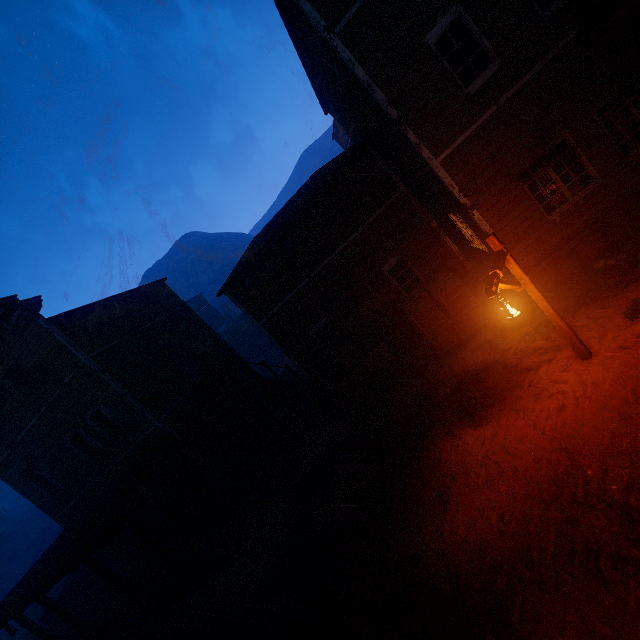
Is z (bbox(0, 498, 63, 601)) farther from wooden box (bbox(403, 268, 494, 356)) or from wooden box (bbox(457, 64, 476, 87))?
wooden box (bbox(457, 64, 476, 87))

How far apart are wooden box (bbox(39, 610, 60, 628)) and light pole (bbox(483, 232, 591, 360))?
25.4 meters

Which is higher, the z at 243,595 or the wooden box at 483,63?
the wooden box at 483,63

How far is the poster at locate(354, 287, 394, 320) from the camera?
12.7 meters

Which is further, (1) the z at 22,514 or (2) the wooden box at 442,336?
(1) the z at 22,514

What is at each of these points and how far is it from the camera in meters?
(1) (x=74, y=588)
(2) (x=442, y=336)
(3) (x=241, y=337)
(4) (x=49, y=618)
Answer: (1) wooden box, 18.1
(2) wooden box, 10.8
(3) z, 38.1
(4) wooden box, 16.8

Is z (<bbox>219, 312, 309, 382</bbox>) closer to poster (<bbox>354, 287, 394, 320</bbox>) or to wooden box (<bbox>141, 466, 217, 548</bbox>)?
wooden box (<bbox>141, 466, 217, 548</bbox>)

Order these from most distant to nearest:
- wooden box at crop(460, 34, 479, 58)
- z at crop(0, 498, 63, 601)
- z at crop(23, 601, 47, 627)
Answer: z at crop(0, 498, 63, 601), z at crop(23, 601, 47, 627), wooden box at crop(460, 34, 479, 58)
